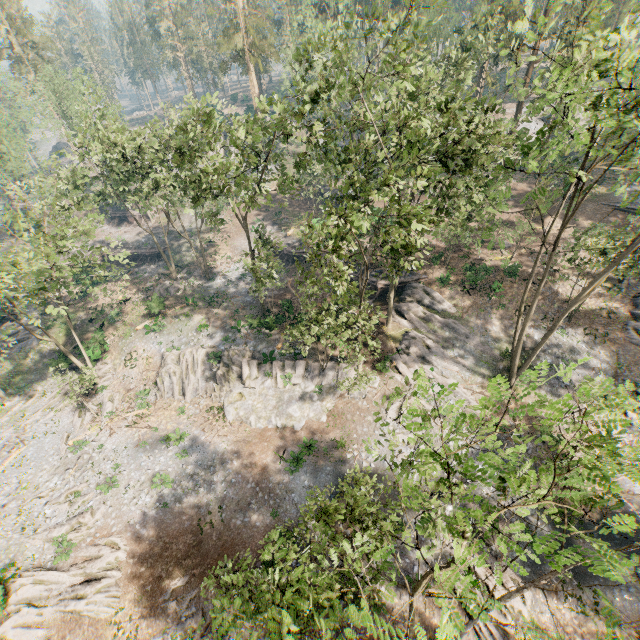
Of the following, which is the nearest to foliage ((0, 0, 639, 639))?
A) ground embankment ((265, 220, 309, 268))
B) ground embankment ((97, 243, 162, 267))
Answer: ground embankment ((97, 243, 162, 267))

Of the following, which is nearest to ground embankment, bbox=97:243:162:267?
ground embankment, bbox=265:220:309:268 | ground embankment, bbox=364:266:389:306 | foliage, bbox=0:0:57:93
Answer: foliage, bbox=0:0:57:93

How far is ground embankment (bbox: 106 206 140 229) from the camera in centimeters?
5334cm

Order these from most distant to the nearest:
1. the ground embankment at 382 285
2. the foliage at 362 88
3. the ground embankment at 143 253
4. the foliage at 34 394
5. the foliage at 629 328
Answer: the ground embankment at 143 253, the ground embankment at 382 285, the foliage at 34 394, the foliage at 629 328, the foliage at 362 88

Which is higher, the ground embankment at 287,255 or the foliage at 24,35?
the foliage at 24,35

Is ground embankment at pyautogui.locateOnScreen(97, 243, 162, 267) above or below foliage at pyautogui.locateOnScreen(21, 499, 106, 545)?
above

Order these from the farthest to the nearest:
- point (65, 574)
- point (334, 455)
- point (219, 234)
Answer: point (219, 234), point (334, 455), point (65, 574)
